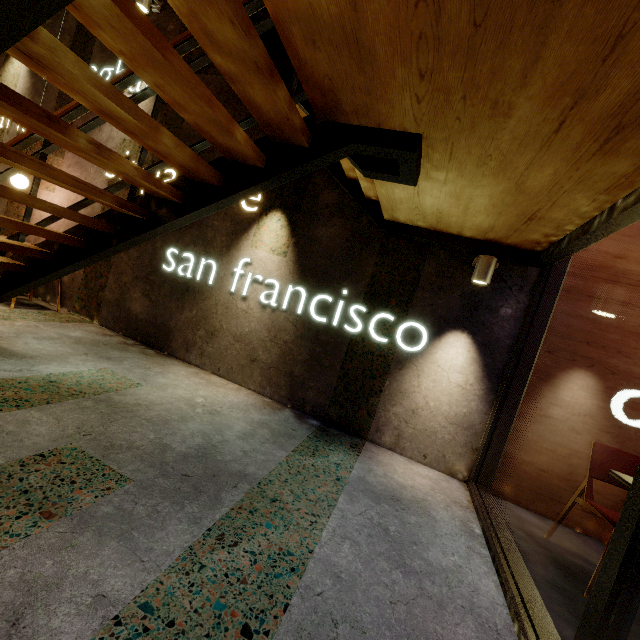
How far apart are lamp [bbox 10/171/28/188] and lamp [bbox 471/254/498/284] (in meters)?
5.85

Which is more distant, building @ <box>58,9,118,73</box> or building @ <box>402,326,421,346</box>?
building @ <box>58,9,118,73</box>

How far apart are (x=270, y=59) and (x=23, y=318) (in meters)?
4.23

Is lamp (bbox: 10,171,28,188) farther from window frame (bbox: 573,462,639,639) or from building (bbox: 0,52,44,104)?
window frame (bbox: 573,462,639,639)

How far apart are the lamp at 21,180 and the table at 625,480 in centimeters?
699cm

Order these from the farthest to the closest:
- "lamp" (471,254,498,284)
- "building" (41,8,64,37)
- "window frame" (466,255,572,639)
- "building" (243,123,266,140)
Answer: "building" (41,8,64,37) → "building" (243,123,266,140) → "lamp" (471,254,498,284) → "window frame" (466,255,572,639)

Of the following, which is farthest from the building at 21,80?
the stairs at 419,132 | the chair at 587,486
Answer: the chair at 587,486

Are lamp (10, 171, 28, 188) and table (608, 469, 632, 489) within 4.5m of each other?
no
